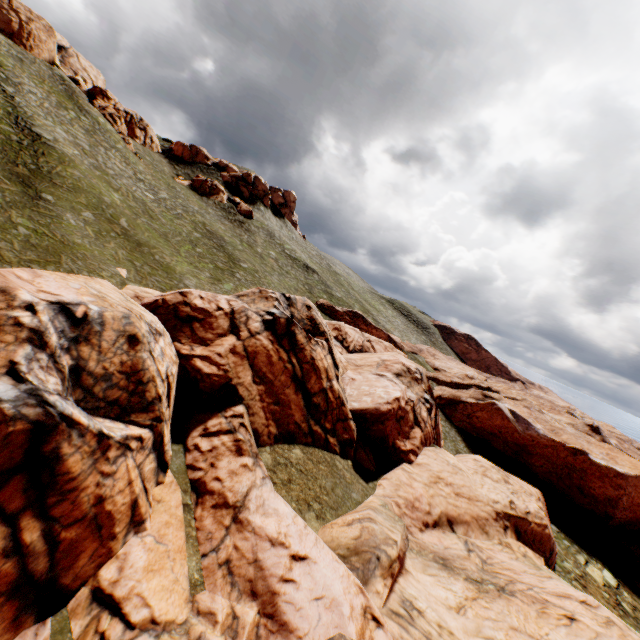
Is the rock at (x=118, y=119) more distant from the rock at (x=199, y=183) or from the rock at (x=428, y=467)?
the rock at (x=428, y=467)

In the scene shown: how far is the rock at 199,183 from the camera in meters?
57.8

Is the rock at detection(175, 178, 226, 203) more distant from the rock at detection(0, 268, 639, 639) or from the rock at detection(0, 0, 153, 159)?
the rock at detection(0, 268, 639, 639)

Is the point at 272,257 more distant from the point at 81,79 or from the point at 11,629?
the point at 11,629

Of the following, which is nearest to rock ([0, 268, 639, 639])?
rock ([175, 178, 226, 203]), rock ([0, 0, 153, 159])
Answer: rock ([175, 178, 226, 203])

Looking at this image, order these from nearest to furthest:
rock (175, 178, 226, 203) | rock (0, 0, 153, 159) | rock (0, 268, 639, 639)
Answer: rock (0, 268, 639, 639), rock (0, 0, 153, 159), rock (175, 178, 226, 203)

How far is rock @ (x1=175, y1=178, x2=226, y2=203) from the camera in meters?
57.8 m

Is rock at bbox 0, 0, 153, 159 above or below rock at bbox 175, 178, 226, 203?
above
